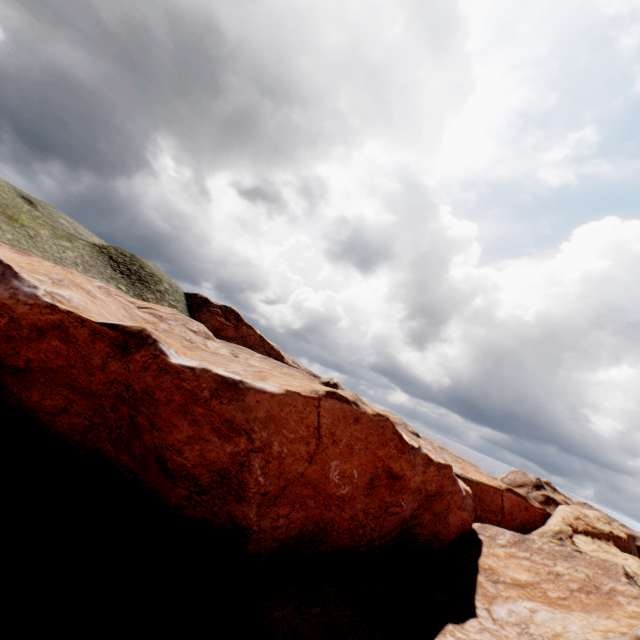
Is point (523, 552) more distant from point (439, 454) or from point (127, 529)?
point (127, 529)
